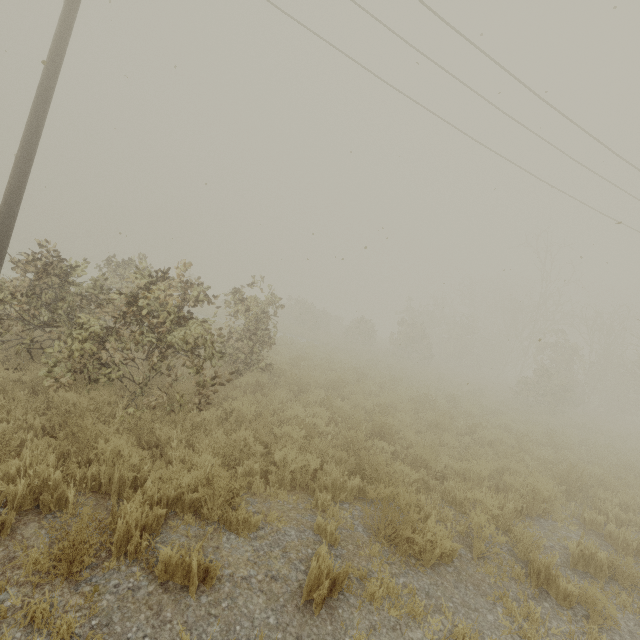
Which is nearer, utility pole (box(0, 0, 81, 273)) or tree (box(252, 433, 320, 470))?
tree (box(252, 433, 320, 470))

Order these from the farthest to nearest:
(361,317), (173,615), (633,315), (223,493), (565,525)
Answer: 1. (361,317)
2. (633,315)
3. (565,525)
4. (223,493)
5. (173,615)

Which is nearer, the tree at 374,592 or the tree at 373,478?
the tree at 374,592

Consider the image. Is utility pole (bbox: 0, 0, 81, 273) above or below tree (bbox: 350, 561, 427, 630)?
above

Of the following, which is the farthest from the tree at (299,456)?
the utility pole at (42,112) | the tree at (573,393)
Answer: the utility pole at (42,112)

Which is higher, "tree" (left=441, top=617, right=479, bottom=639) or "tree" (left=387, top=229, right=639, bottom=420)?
"tree" (left=387, top=229, right=639, bottom=420)

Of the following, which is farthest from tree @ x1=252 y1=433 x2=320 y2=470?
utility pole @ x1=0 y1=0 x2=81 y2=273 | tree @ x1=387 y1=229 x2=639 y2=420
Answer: utility pole @ x1=0 y1=0 x2=81 y2=273
